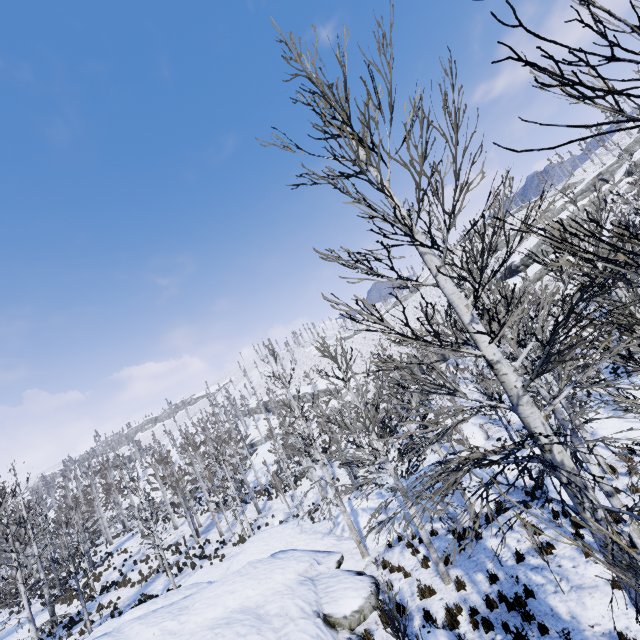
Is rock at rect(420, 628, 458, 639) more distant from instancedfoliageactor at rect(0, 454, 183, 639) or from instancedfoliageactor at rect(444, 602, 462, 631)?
instancedfoliageactor at rect(0, 454, 183, 639)

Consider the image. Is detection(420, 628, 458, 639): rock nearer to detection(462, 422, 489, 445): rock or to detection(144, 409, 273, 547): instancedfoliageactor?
detection(144, 409, 273, 547): instancedfoliageactor

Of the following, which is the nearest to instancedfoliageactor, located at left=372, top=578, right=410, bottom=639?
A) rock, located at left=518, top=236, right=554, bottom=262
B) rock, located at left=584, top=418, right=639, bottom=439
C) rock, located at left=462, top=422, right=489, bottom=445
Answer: rock, located at left=584, top=418, right=639, bottom=439

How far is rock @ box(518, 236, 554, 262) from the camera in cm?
5000

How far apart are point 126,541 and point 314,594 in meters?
36.6 m

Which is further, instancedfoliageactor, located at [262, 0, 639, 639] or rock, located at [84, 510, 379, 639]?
rock, located at [84, 510, 379, 639]

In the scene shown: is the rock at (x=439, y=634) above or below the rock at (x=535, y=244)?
below

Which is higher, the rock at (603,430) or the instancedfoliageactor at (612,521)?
the instancedfoliageactor at (612,521)
